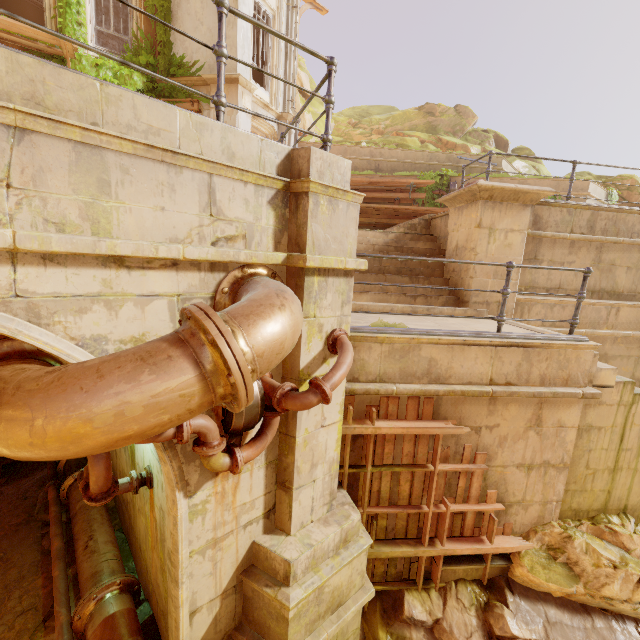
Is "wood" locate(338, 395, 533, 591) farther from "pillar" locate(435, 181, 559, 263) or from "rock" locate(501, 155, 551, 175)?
"rock" locate(501, 155, 551, 175)

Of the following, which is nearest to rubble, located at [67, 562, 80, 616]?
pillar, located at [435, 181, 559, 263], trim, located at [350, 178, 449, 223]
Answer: pillar, located at [435, 181, 559, 263]

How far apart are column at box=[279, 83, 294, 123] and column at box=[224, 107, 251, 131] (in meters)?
1.61

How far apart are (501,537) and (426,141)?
24.7m

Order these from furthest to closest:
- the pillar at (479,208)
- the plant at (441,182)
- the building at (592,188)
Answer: the plant at (441,182) < the building at (592,188) < the pillar at (479,208)

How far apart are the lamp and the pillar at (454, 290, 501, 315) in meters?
5.2 m

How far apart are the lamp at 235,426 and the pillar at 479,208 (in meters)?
5.21

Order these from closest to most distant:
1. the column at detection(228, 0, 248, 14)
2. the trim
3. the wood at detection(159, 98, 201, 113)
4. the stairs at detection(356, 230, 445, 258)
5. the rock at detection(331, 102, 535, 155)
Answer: the stairs at detection(356, 230, 445, 258)
the column at detection(228, 0, 248, 14)
the wood at detection(159, 98, 201, 113)
the trim
the rock at detection(331, 102, 535, 155)
